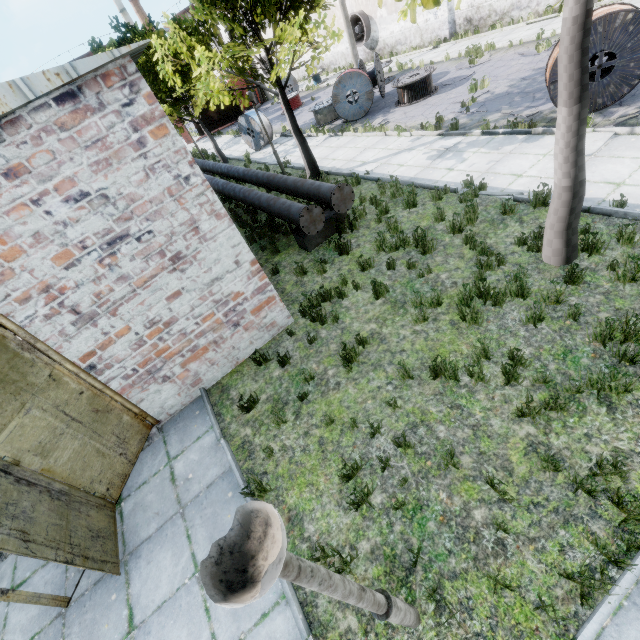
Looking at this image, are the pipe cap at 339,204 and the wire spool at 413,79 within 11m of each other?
yes

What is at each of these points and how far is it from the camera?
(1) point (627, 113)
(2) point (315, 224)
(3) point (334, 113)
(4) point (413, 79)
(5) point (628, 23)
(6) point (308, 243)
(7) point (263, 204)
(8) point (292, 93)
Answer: (1) asphalt debris, 7.86m
(2) pipe cap, 8.23m
(3) wire spool, 18.14m
(4) wire spool, 14.56m
(5) wire spool, 7.27m
(6) pipe holder, 8.95m
(7) pipe, 9.77m
(8) wire spool, 25.83m

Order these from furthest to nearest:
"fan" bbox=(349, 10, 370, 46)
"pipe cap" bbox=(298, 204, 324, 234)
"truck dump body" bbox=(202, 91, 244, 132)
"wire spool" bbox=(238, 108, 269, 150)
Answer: "truck dump body" bbox=(202, 91, 244, 132) → "fan" bbox=(349, 10, 370, 46) → "wire spool" bbox=(238, 108, 269, 150) → "pipe cap" bbox=(298, 204, 324, 234)

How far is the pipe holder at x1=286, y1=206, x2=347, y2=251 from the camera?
8.8m

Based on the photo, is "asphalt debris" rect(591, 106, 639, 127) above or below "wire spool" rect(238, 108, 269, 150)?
below

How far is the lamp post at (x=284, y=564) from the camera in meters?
1.1 m

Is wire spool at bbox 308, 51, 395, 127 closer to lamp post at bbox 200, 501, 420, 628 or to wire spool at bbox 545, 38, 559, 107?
wire spool at bbox 545, 38, 559, 107

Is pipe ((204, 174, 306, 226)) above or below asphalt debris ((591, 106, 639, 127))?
above
